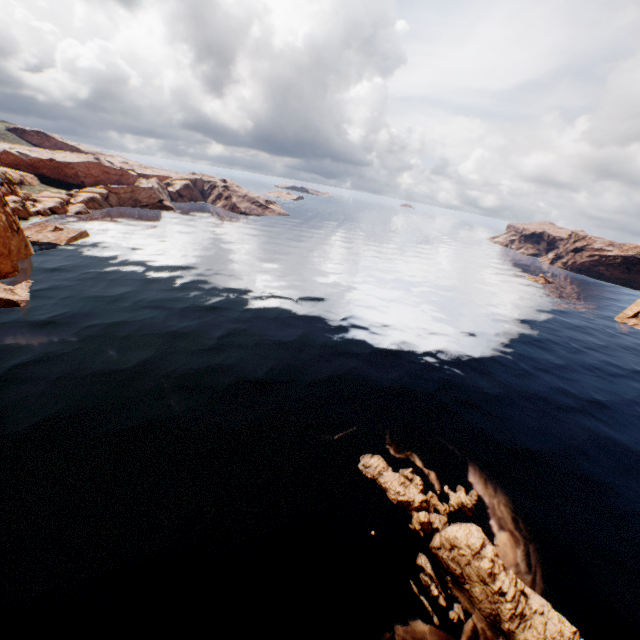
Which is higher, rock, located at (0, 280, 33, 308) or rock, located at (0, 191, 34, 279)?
rock, located at (0, 191, 34, 279)

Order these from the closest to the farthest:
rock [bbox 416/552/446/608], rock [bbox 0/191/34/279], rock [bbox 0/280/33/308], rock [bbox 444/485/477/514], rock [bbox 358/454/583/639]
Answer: rock [bbox 358/454/583/639], rock [bbox 416/552/446/608], rock [bbox 444/485/477/514], rock [bbox 0/280/33/308], rock [bbox 0/191/34/279]

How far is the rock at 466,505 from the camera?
24.6 meters

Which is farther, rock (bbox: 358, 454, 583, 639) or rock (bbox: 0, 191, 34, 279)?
rock (bbox: 0, 191, 34, 279)

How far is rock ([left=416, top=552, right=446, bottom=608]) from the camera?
19.0m

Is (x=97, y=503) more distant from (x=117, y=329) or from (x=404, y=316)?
(x=404, y=316)
